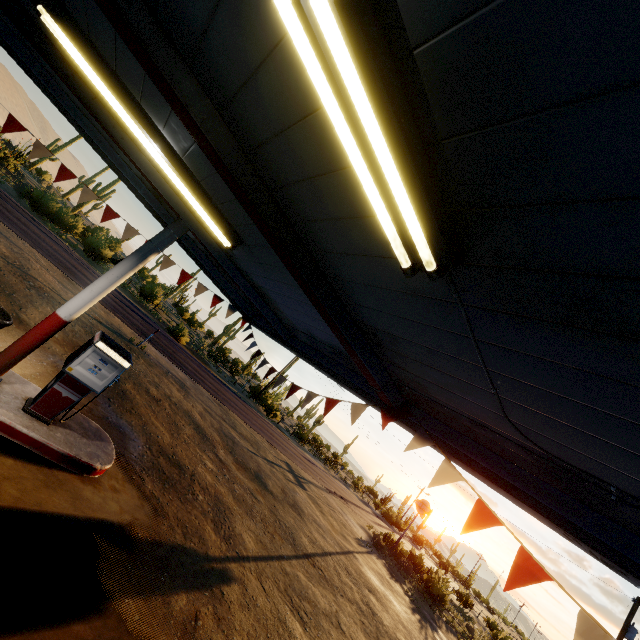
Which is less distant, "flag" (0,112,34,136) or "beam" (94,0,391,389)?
"beam" (94,0,391,389)

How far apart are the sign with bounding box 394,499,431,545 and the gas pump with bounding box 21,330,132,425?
26.4m

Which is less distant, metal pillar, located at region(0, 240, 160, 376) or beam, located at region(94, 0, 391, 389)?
beam, located at region(94, 0, 391, 389)

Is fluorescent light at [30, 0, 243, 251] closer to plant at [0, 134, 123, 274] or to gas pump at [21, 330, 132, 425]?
gas pump at [21, 330, 132, 425]

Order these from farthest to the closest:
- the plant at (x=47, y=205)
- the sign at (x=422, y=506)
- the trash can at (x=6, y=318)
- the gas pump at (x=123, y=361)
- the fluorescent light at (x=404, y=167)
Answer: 1. the sign at (x=422, y=506)
2. the plant at (x=47, y=205)
3. the gas pump at (x=123, y=361)
4. the trash can at (x=6, y=318)
5. the fluorescent light at (x=404, y=167)

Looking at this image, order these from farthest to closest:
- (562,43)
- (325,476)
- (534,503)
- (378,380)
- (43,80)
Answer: (325,476) < (43,80) < (378,380) < (534,503) < (562,43)

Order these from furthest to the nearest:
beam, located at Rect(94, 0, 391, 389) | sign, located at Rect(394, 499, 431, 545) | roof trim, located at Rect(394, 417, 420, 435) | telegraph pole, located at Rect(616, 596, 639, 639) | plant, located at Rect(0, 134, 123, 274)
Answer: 1. sign, located at Rect(394, 499, 431, 545)
2. plant, located at Rect(0, 134, 123, 274)
3. telegraph pole, located at Rect(616, 596, 639, 639)
4. roof trim, located at Rect(394, 417, 420, 435)
5. beam, located at Rect(94, 0, 391, 389)

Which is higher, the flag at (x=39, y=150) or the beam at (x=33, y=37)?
the beam at (x=33, y=37)
